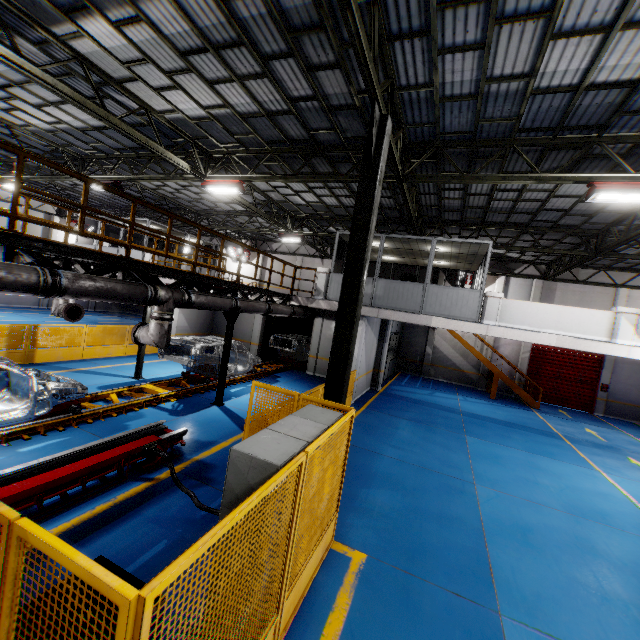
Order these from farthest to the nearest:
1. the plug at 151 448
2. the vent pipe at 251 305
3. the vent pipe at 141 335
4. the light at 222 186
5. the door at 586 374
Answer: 1. the door at 586 374
2. the light at 222 186
3. the vent pipe at 251 305
4. the vent pipe at 141 335
5. the plug at 151 448

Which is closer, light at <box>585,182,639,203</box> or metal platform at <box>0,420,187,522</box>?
metal platform at <box>0,420,187,522</box>

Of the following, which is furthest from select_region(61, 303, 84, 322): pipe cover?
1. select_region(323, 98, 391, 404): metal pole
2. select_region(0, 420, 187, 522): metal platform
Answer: select_region(323, 98, 391, 404): metal pole

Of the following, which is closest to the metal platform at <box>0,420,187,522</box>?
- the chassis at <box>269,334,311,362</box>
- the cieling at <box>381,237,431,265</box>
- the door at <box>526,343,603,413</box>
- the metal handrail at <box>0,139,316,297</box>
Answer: the chassis at <box>269,334,311,362</box>

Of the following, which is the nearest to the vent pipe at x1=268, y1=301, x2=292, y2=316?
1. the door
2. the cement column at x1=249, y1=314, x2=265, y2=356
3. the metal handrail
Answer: the metal handrail

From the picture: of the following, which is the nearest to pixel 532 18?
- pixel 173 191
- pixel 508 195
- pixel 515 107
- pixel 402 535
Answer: pixel 515 107

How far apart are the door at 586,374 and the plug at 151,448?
22.6m

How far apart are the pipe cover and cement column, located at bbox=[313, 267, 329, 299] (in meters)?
8.21
